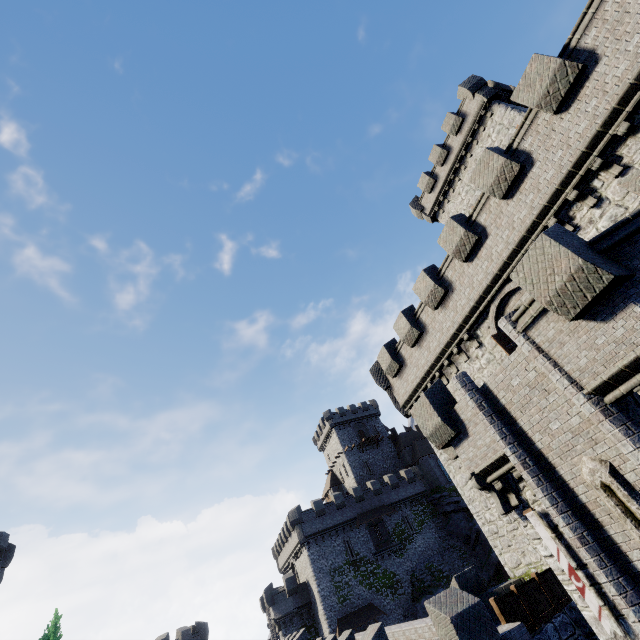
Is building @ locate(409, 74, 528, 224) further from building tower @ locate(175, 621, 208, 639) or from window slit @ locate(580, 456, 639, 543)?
building tower @ locate(175, 621, 208, 639)

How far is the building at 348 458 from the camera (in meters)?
52.00

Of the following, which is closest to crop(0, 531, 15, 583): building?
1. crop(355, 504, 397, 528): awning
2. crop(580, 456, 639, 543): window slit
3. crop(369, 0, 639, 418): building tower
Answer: crop(580, 456, 639, 543): window slit

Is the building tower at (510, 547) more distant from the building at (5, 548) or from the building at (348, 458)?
the building at (348, 458)

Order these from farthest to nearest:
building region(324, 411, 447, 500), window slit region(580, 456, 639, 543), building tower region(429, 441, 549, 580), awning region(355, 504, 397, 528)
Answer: building region(324, 411, 447, 500)
awning region(355, 504, 397, 528)
building tower region(429, 441, 549, 580)
window slit region(580, 456, 639, 543)

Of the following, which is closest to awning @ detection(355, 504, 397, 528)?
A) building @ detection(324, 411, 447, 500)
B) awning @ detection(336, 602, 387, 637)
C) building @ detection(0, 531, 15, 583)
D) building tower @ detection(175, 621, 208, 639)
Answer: building @ detection(324, 411, 447, 500)

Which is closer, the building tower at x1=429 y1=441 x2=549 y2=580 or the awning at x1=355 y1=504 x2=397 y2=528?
the building tower at x1=429 y1=441 x2=549 y2=580

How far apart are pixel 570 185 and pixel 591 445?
8.3m
